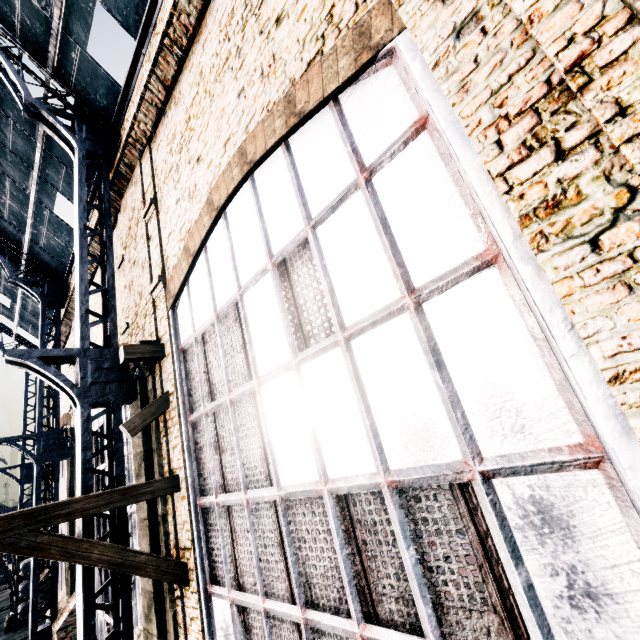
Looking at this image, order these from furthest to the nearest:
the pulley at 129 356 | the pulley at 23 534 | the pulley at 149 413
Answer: the pulley at 129 356, the pulley at 149 413, the pulley at 23 534

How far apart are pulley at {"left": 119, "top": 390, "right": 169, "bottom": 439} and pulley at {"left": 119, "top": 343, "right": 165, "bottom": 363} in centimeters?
90cm

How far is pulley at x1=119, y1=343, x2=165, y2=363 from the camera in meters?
8.1

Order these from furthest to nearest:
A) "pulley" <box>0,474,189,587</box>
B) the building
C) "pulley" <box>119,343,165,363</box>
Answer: "pulley" <box>119,343,165,363</box> → "pulley" <box>0,474,189,587</box> → the building

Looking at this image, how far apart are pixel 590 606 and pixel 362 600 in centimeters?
262cm

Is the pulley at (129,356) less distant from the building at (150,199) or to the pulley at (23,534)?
the building at (150,199)

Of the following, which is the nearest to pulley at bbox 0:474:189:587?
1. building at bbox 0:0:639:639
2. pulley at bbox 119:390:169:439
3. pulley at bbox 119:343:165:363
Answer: building at bbox 0:0:639:639

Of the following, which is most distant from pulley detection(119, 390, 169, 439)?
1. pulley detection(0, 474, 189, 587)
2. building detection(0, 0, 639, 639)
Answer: pulley detection(0, 474, 189, 587)
